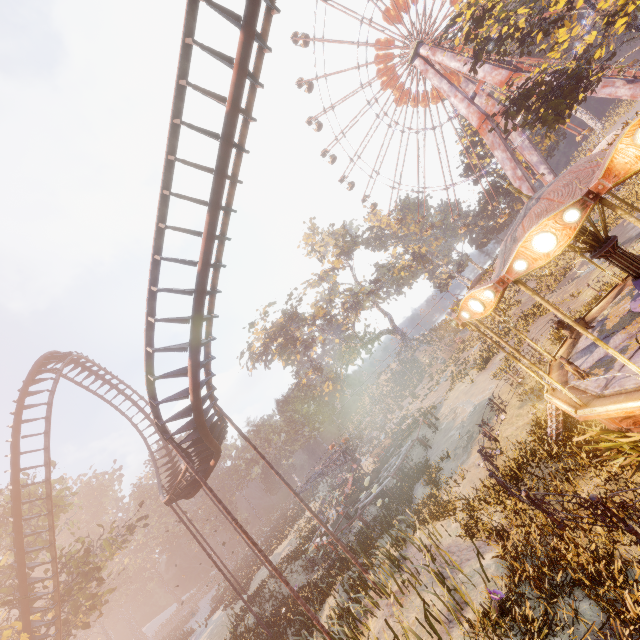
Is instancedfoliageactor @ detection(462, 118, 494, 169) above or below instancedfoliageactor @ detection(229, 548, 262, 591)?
above

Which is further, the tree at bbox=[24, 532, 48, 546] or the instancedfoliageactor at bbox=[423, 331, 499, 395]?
the instancedfoliageactor at bbox=[423, 331, 499, 395]

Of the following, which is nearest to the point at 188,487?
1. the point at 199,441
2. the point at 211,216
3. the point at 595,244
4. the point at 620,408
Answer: the point at 199,441

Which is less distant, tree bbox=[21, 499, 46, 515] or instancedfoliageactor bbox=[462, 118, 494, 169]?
tree bbox=[21, 499, 46, 515]

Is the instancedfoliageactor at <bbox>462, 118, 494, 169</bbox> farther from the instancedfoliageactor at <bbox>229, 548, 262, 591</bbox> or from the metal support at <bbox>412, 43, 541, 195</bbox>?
the instancedfoliageactor at <bbox>229, 548, 262, 591</bbox>

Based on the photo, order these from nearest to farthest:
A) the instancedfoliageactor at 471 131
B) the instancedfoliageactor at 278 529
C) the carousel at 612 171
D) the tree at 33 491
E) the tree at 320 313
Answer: Result:
1. the carousel at 612 171
2. the tree at 33 491
3. the instancedfoliageactor at 278 529
4. the instancedfoliageactor at 471 131
5. the tree at 320 313

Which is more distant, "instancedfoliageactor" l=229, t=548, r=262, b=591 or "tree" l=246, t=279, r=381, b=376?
"tree" l=246, t=279, r=381, b=376

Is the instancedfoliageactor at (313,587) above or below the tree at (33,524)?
below
